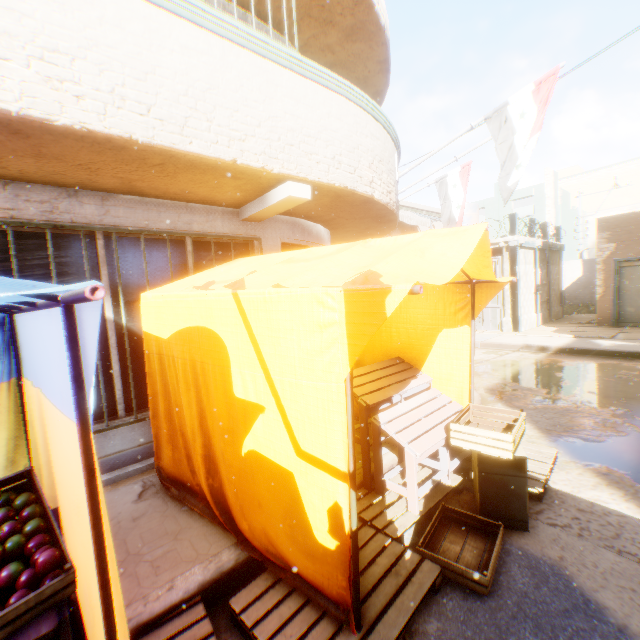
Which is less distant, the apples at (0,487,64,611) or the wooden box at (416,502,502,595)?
the apples at (0,487,64,611)

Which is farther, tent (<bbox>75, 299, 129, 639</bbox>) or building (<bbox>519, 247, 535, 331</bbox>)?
building (<bbox>519, 247, 535, 331</bbox>)

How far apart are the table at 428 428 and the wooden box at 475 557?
0.1m

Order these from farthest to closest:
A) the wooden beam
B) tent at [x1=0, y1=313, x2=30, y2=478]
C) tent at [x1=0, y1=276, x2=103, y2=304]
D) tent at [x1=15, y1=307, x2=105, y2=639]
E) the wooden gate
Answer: the wooden gate < the wooden beam < tent at [x1=0, y1=313, x2=30, y2=478] < tent at [x1=15, y1=307, x2=105, y2=639] < tent at [x1=0, y1=276, x2=103, y2=304]

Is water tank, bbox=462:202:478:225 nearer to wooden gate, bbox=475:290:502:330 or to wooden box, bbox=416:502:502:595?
wooden gate, bbox=475:290:502:330

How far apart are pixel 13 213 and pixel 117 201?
1.0 meters

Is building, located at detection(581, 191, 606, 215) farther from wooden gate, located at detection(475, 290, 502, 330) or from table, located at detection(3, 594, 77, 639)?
table, located at detection(3, 594, 77, 639)

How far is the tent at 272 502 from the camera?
1.9 meters
